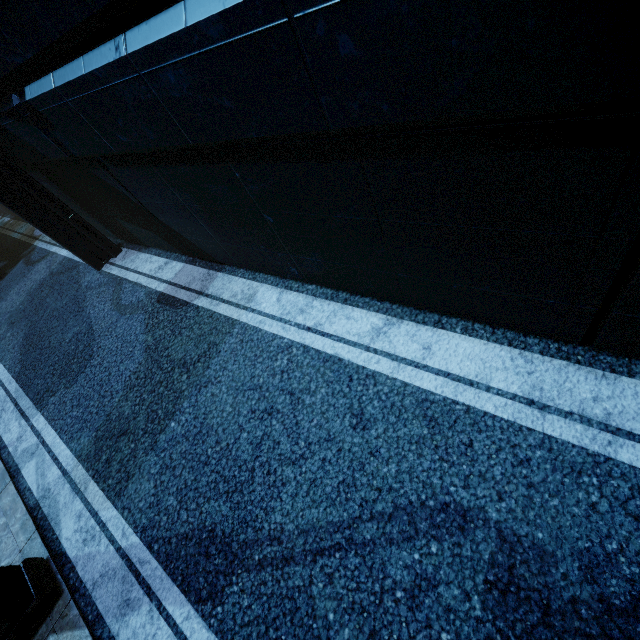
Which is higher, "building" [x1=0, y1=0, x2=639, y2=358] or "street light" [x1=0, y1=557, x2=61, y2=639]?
"building" [x1=0, y1=0, x2=639, y2=358]

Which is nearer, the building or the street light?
the building

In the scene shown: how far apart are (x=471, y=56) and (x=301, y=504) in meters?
3.5 m

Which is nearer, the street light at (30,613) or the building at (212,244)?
the building at (212,244)

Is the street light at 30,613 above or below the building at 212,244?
below
